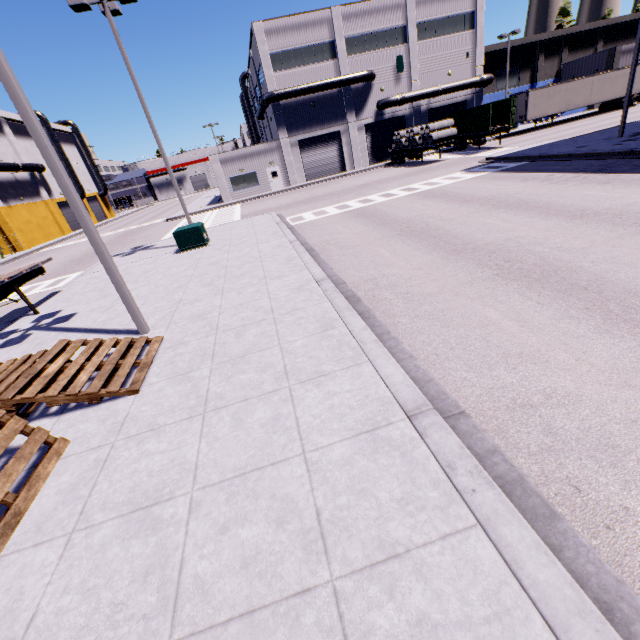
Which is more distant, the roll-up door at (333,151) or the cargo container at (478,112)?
the roll-up door at (333,151)

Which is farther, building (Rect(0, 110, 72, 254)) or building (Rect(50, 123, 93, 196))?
building (Rect(50, 123, 93, 196))

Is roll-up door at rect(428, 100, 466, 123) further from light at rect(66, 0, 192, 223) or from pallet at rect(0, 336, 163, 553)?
light at rect(66, 0, 192, 223)

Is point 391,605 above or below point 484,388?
above

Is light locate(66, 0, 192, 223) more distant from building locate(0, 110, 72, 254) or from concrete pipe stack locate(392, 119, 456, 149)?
concrete pipe stack locate(392, 119, 456, 149)

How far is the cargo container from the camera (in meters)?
27.64

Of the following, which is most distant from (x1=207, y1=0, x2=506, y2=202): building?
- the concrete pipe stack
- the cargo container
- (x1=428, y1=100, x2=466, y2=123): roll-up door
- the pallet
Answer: the pallet

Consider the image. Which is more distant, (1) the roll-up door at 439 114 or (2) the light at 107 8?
(1) the roll-up door at 439 114
